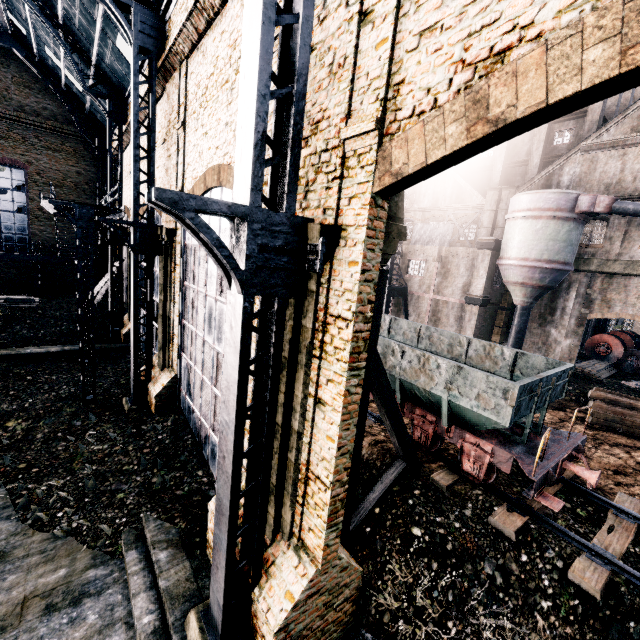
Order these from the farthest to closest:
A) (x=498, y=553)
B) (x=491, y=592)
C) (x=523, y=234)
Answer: (x=523, y=234) → (x=498, y=553) → (x=491, y=592)

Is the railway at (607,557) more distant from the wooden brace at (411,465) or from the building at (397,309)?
the building at (397,309)

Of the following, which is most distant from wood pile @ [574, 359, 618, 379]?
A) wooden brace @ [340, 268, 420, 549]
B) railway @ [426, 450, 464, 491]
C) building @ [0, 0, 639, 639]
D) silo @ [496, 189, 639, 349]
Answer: wooden brace @ [340, 268, 420, 549]

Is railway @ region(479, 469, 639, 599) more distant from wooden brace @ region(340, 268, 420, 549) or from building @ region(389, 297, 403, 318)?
building @ region(389, 297, 403, 318)

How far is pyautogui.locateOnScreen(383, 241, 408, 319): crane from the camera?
28.9m

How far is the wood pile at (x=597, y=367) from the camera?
26.3m

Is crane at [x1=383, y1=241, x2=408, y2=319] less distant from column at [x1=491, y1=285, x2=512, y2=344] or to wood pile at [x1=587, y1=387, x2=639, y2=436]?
column at [x1=491, y1=285, x2=512, y2=344]

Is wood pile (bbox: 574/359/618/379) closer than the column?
Yes
